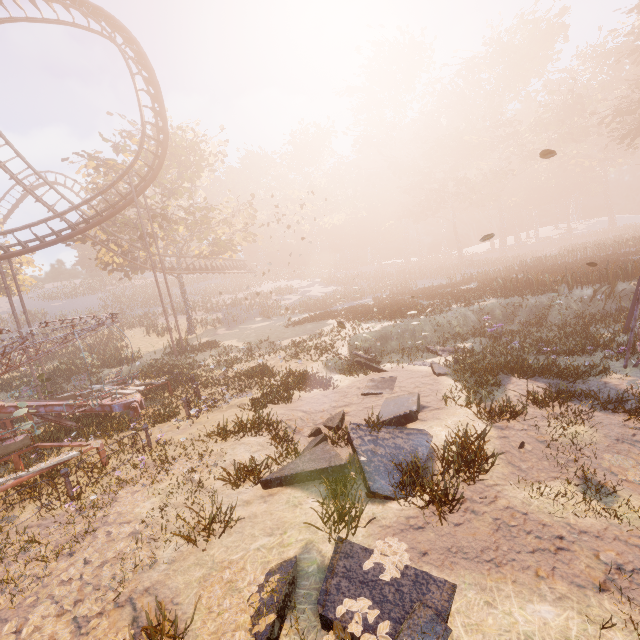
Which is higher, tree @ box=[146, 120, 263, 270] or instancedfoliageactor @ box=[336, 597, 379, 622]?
tree @ box=[146, 120, 263, 270]

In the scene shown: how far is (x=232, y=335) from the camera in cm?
2866

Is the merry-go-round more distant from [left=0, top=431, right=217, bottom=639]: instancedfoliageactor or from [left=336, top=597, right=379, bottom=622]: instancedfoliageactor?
[left=336, top=597, right=379, bottom=622]: instancedfoliageactor

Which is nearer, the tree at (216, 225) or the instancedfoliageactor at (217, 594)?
the instancedfoliageactor at (217, 594)

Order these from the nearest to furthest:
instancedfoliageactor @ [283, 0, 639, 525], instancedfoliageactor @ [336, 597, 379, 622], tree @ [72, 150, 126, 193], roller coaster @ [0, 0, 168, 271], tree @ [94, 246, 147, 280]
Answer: instancedfoliageactor @ [336, 597, 379, 622]
instancedfoliageactor @ [283, 0, 639, 525]
roller coaster @ [0, 0, 168, 271]
tree @ [72, 150, 126, 193]
tree @ [94, 246, 147, 280]

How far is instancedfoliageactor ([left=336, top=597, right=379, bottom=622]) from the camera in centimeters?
360cm

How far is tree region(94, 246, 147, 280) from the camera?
28.7 meters

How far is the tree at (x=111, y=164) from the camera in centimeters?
2588cm
